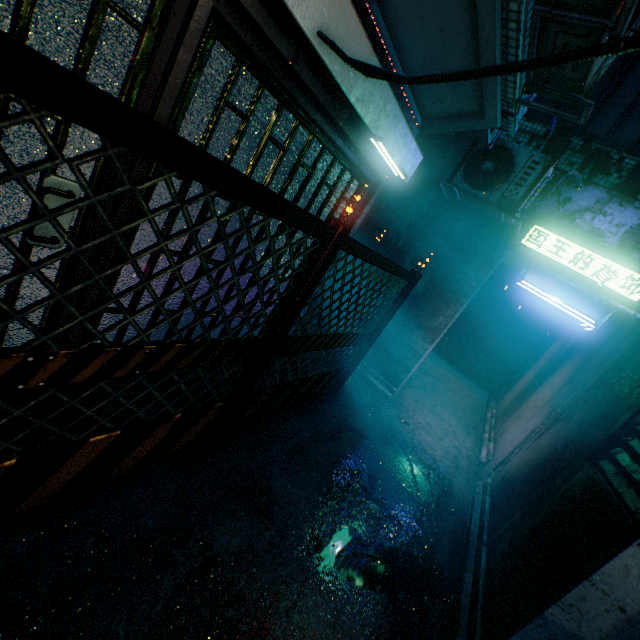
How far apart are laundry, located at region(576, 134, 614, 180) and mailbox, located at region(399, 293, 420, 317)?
2.7 meters

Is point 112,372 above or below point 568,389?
below

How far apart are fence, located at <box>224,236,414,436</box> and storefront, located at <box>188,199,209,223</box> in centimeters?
70cm

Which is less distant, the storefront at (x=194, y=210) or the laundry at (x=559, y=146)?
the storefront at (x=194, y=210)

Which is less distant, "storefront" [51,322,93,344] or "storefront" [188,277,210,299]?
"storefront" [51,322,93,344]

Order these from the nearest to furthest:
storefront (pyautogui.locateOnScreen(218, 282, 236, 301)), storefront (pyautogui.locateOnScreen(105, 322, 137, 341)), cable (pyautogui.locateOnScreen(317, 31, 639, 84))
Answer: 1. cable (pyautogui.locateOnScreen(317, 31, 639, 84))
2. storefront (pyautogui.locateOnScreen(105, 322, 137, 341))
3. storefront (pyautogui.locateOnScreen(218, 282, 236, 301))

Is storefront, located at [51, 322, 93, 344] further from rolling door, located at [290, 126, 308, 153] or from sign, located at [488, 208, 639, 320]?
sign, located at [488, 208, 639, 320]

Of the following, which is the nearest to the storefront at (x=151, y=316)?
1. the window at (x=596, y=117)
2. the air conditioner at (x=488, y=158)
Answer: the air conditioner at (x=488, y=158)
